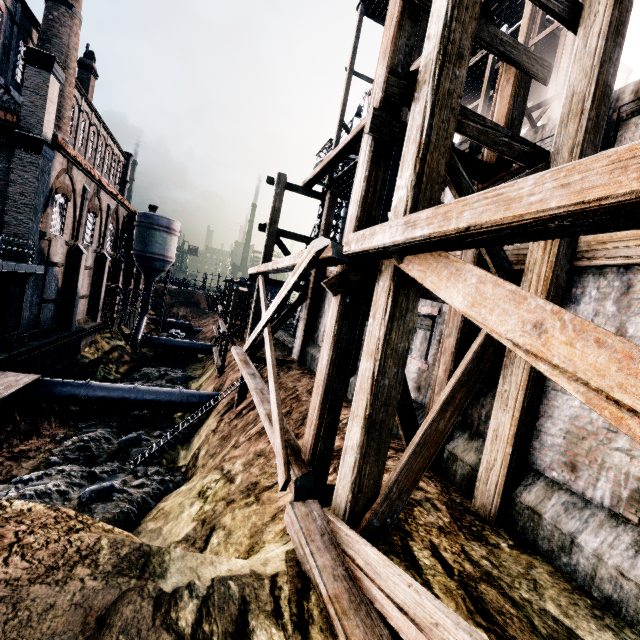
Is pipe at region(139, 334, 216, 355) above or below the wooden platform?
below

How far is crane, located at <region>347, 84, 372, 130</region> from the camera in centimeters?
2795cm

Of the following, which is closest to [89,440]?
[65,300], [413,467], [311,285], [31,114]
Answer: [65,300]

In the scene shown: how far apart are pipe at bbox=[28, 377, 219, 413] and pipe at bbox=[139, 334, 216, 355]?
18.4 meters

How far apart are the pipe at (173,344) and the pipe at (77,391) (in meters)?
18.44

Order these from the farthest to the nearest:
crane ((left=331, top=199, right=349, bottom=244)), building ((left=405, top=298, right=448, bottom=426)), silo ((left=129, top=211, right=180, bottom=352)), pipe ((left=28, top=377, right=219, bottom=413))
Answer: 1. silo ((left=129, top=211, right=180, bottom=352))
2. crane ((left=331, top=199, right=349, bottom=244))
3. pipe ((left=28, top=377, right=219, bottom=413))
4. building ((left=405, top=298, right=448, bottom=426))

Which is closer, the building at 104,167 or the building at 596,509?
the building at 596,509

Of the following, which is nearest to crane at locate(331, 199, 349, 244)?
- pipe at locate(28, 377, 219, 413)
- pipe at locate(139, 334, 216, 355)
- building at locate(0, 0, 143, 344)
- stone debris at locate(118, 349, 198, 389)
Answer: building at locate(0, 0, 143, 344)
